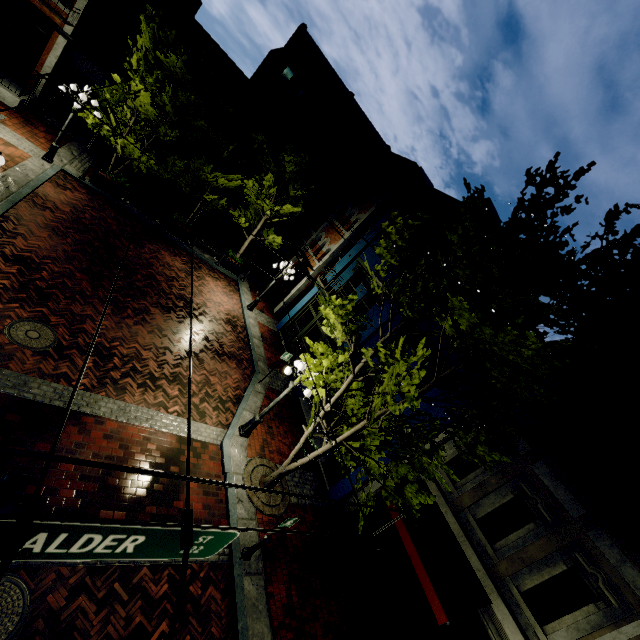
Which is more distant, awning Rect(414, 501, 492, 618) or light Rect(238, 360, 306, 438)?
light Rect(238, 360, 306, 438)

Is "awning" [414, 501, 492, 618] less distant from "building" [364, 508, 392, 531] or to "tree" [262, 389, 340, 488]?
"building" [364, 508, 392, 531]

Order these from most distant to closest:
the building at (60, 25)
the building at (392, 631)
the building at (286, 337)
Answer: the building at (286, 337)
the building at (60, 25)
the building at (392, 631)

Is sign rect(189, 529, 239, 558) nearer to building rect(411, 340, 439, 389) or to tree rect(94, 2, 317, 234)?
tree rect(94, 2, 317, 234)

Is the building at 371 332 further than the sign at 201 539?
Yes

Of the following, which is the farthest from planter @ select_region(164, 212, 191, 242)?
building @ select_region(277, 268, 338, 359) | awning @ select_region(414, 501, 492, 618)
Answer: awning @ select_region(414, 501, 492, 618)

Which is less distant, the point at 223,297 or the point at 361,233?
the point at 361,233

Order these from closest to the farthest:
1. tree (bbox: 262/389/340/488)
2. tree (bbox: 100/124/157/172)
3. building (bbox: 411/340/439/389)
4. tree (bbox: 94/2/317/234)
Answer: tree (bbox: 262/389/340/488)
building (bbox: 411/340/439/389)
tree (bbox: 94/2/317/234)
tree (bbox: 100/124/157/172)
